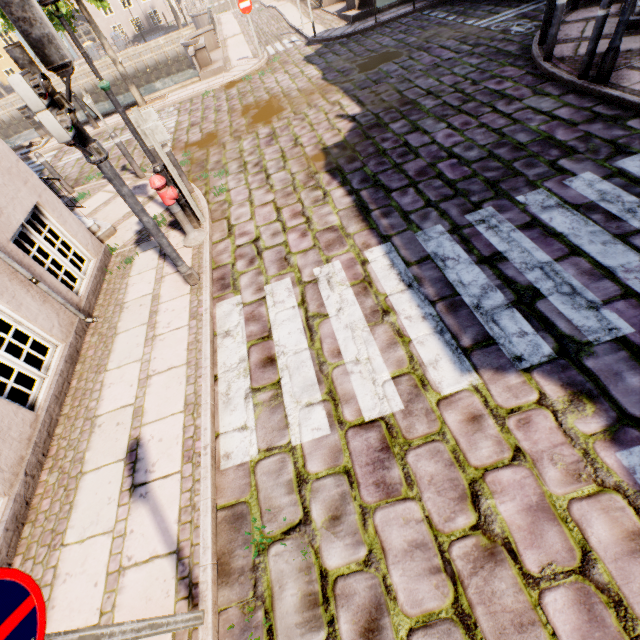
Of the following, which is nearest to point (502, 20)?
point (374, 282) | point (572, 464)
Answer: point (374, 282)

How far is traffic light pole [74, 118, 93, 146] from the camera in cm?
328

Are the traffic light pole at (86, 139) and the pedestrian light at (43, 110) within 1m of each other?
yes

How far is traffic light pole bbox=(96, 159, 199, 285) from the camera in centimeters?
365cm

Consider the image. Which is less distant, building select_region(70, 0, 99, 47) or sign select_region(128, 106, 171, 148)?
sign select_region(128, 106, 171, 148)

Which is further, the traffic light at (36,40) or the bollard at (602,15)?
the bollard at (602,15)

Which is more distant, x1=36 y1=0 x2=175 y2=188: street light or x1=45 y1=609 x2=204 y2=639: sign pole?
x1=36 y1=0 x2=175 y2=188: street light

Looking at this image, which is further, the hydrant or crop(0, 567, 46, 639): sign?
the hydrant
